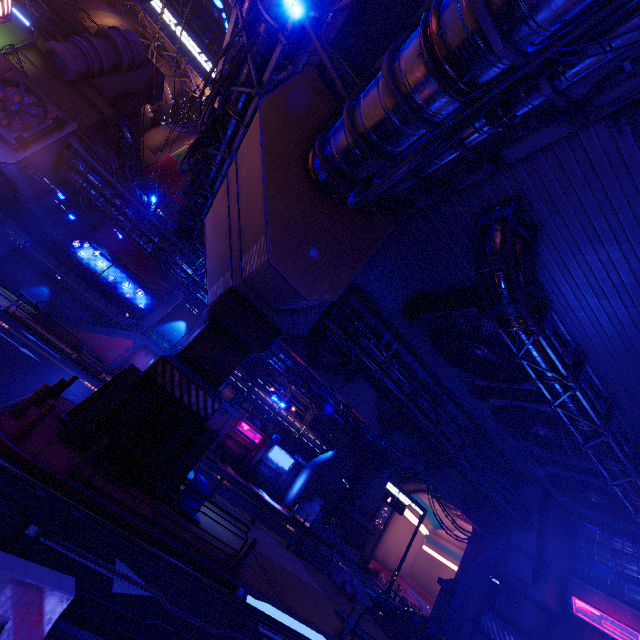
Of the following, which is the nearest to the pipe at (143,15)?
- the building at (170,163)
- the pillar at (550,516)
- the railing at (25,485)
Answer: the building at (170,163)

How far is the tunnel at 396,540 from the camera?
37.3 meters

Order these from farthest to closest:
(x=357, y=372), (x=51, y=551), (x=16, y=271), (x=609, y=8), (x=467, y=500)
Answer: (x=16, y=271) → (x=467, y=500) → (x=357, y=372) → (x=51, y=551) → (x=609, y=8)

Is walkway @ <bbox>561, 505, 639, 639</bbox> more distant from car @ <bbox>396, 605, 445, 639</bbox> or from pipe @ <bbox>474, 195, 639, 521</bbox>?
car @ <bbox>396, 605, 445, 639</bbox>

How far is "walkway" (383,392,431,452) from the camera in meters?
21.4 m

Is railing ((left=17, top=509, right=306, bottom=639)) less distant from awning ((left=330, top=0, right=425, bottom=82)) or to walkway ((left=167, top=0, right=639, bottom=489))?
walkway ((left=167, top=0, right=639, bottom=489))

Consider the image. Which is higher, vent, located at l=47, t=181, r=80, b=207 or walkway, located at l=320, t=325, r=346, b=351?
vent, located at l=47, t=181, r=80, b=207

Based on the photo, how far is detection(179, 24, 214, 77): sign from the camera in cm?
4888
